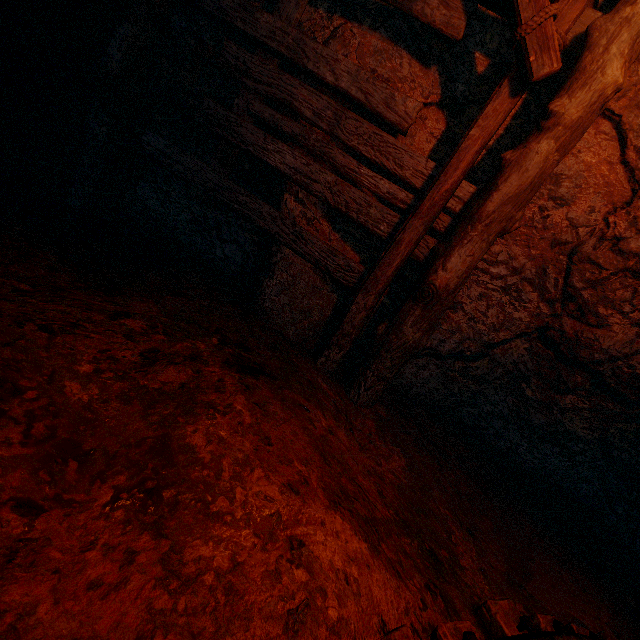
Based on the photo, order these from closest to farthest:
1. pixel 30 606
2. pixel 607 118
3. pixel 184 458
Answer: pixel 30 606 < pixel 184 458 < pixel 607 118
